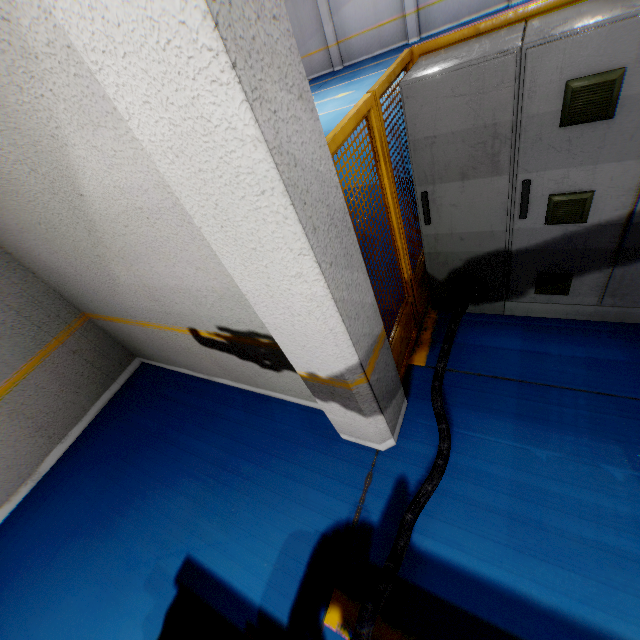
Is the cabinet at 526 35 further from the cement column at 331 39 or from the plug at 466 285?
the cement column at 331 39

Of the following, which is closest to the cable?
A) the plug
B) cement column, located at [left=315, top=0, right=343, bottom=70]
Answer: A: the plug

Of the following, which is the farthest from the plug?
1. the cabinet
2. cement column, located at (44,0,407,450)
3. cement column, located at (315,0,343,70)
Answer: cement column, located at (315,0,343,70)

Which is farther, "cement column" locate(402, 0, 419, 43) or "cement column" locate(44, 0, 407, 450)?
"cement column" locate(402, 0, 419, 43)

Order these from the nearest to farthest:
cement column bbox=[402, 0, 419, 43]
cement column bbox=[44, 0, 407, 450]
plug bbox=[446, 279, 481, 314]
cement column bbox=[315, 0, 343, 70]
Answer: cement column bbox=[44, 0, 407, 450]
plug bbox=[446, 279, 481, 314]
cement column bbox=[402, 0, 419, 43]
cement column bbox=[315, 0, 343, 70]

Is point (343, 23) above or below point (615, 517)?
above

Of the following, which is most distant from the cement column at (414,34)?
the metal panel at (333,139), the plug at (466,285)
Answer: the plug at (466,285)

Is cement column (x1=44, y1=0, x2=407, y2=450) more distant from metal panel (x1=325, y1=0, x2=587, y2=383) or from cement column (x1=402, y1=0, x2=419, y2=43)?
cement column (x1=402, y1=0, x2=419, y2=43)
